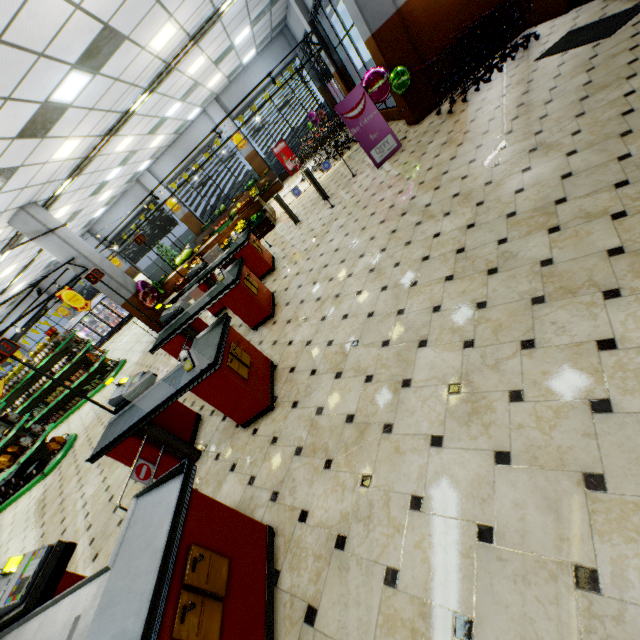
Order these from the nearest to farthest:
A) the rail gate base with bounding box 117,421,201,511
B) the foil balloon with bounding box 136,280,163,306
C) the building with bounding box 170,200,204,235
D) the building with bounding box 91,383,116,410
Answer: the rail gate base with bounding box 117,421,201,511
the building with bounding box 91,383,116,410
the foil balloon with bounding box 136,280,163,306
the building with bounding box 170,200,204,235

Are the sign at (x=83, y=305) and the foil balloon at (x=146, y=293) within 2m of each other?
yes

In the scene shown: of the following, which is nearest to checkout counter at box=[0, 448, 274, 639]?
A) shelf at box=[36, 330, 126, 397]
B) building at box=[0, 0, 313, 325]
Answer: building at box=[0, 0, 313, 325]

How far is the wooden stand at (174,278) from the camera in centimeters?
1204cm

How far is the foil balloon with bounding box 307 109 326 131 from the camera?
15.8 meters

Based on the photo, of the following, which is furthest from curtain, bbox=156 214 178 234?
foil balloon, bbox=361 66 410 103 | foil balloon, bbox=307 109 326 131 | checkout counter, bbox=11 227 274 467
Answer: foil balloon, bbox=361 66 410 103

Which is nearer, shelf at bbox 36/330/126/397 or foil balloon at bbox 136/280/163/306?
foil balloon at bbox 136/280/163/306

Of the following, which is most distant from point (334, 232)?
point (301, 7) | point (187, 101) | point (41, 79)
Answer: point (187, 101)
